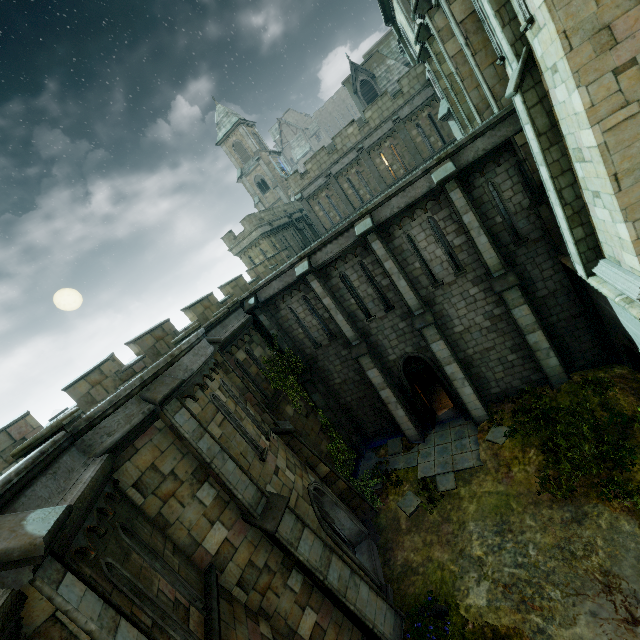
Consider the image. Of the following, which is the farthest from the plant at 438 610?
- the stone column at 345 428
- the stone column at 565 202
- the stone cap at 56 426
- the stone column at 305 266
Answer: the stone column at 565 202

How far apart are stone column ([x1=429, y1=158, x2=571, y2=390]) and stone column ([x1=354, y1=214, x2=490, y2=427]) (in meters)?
2.35

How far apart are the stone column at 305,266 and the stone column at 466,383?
2.31m

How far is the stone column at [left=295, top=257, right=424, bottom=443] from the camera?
14.2 meters

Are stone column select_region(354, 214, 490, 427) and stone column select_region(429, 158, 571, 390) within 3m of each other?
yes

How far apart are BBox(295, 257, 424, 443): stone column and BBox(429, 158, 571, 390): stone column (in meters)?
5.55

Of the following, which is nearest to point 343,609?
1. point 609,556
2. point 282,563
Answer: point 282,563

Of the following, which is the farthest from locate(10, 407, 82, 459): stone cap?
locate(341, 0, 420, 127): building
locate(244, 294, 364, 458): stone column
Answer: locate(341, 0, 420, 127): building
